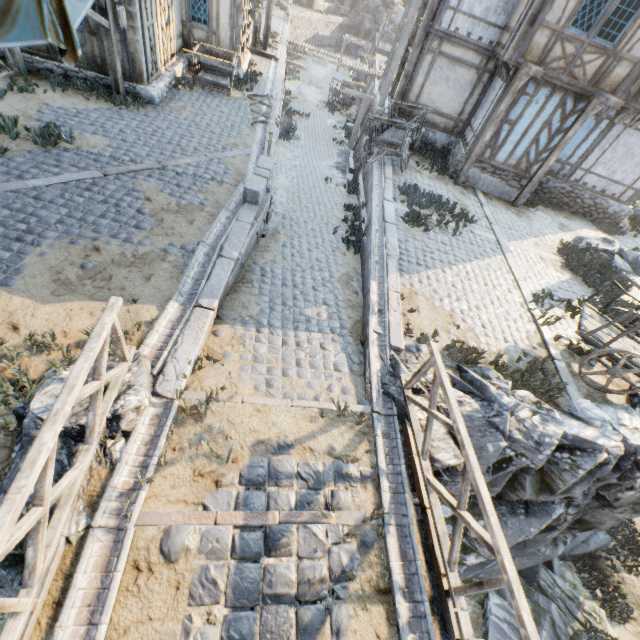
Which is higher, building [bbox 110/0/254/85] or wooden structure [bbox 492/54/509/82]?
wooden structure [bbox 492/54/509/82]

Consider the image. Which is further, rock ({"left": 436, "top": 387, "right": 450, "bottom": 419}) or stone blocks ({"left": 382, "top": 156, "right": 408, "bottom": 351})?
stone blocks ({"left": 382, "top": 156, "right": 408, "bottom": 351})

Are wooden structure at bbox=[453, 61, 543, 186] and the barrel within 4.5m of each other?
no

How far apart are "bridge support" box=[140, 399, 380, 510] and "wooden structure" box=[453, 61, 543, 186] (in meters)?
11.12

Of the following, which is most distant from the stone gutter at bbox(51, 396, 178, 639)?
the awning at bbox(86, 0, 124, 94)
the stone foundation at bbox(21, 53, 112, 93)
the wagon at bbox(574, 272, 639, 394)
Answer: the stone foundation at bbox(21, 53, 112, 93)

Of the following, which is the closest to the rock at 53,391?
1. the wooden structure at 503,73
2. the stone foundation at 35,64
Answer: the stone foundation at 35,64

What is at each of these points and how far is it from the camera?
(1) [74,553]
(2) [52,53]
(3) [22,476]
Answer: (1) bridge support, 3.2m
(2) building, 9.8m
(3) wooden fence, 2.5m

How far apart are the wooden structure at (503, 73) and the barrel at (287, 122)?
11.91m
